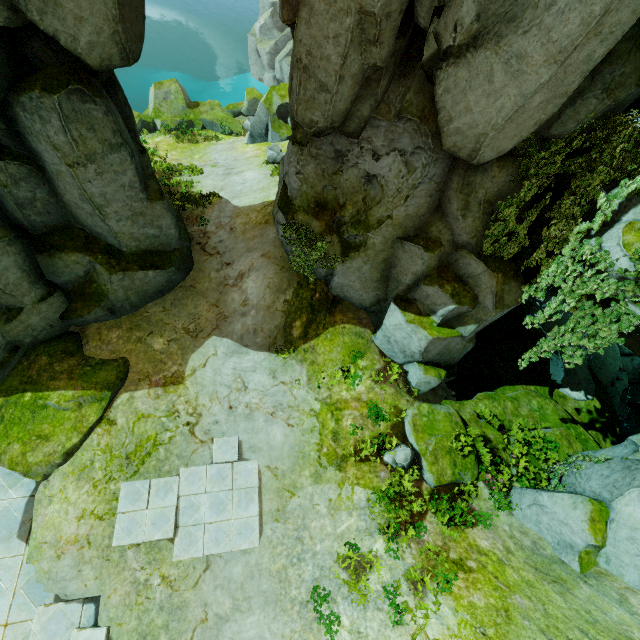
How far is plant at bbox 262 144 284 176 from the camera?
15.86m

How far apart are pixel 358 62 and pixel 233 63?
67.81m

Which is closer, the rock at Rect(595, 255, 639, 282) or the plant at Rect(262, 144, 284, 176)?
the rock at Rect(595, 255, 639, 282)

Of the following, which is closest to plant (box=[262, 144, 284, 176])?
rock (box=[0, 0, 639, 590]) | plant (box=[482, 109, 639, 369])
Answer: rock (box=[0, 0, 639, 590])

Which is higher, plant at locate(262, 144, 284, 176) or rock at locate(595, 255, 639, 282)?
rock at locate(595, 255, 639, 282)

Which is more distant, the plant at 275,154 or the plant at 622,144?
the plant at 275,154

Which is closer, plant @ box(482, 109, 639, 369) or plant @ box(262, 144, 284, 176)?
plant @ box(482, 109, 639, 369)

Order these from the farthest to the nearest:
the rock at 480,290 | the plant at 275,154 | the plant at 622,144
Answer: the plant at 275,154 → the plant at 622,144 → the rock at 480,290
